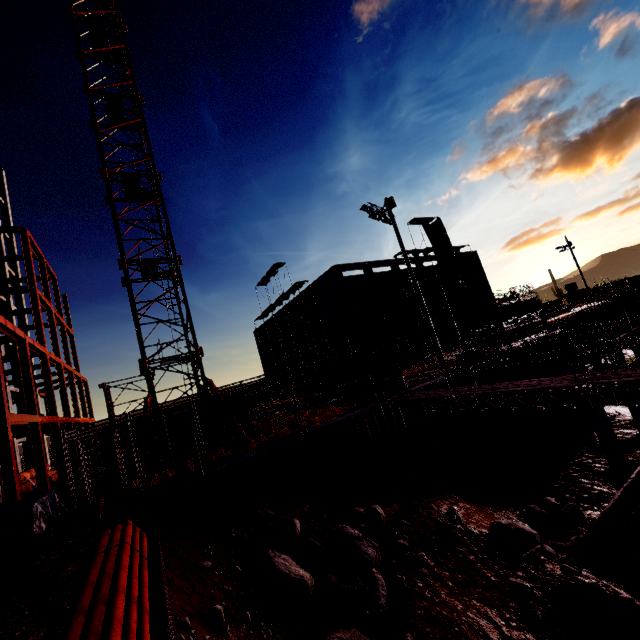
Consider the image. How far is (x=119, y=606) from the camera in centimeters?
301cm

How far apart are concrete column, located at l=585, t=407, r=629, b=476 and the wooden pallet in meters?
22.7 m

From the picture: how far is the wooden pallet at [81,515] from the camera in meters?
8.4

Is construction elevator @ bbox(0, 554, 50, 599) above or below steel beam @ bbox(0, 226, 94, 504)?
below

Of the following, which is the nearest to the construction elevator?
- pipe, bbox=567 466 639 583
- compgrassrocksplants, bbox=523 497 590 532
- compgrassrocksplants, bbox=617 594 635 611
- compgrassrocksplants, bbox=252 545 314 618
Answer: compgrassrocksplants, bbox=252 545 314 618

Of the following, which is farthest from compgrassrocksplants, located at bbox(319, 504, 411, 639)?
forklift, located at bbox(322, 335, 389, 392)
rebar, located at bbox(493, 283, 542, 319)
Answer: rebar, located at bbox(493, 283, 542, 319)

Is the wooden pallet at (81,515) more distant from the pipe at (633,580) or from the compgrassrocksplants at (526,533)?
the pipe at (633,580)

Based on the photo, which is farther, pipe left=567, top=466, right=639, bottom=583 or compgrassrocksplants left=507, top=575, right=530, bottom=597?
Result: pipe left=567, top=466, right=639, bottom=583
